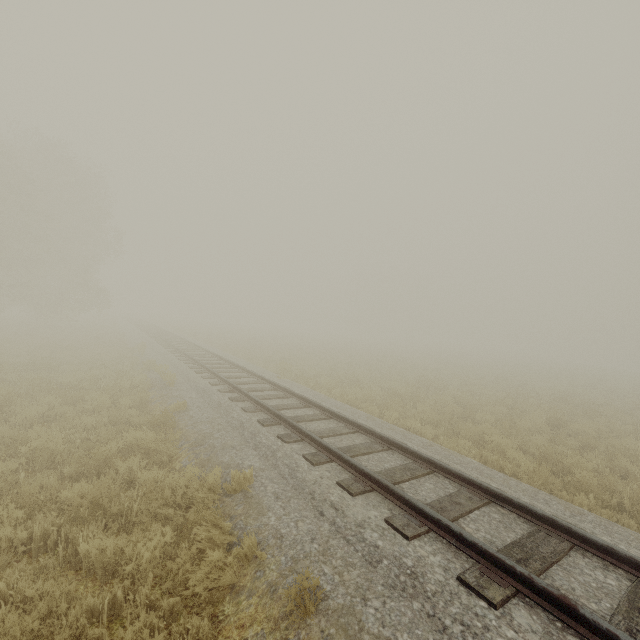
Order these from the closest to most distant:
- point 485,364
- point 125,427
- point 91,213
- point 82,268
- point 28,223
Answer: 1. point 125,427
2. point 28,223
3. point 91,213
4. point 82,268
5. point 485,364
